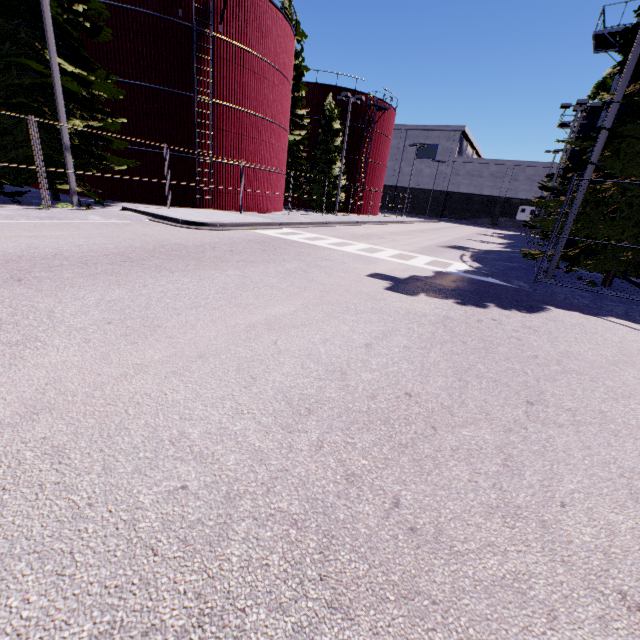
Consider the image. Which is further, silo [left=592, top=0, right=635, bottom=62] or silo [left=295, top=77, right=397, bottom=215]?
silo [left=295, top=77, right=397, bottom=215]

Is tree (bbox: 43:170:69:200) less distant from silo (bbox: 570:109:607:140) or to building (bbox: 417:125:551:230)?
silo (bbox: 570:109:607:140)

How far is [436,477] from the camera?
2.5 meters

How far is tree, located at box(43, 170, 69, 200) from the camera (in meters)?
13.30

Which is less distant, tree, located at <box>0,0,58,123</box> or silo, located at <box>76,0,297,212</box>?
tree, located at <box>0,0,58,123</box>

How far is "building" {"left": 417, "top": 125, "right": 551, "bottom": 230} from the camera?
54.1m

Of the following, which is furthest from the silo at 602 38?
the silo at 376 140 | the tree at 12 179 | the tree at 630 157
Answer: the silo at 376 140

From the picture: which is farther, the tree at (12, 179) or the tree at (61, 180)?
the tree at (61, 180)
